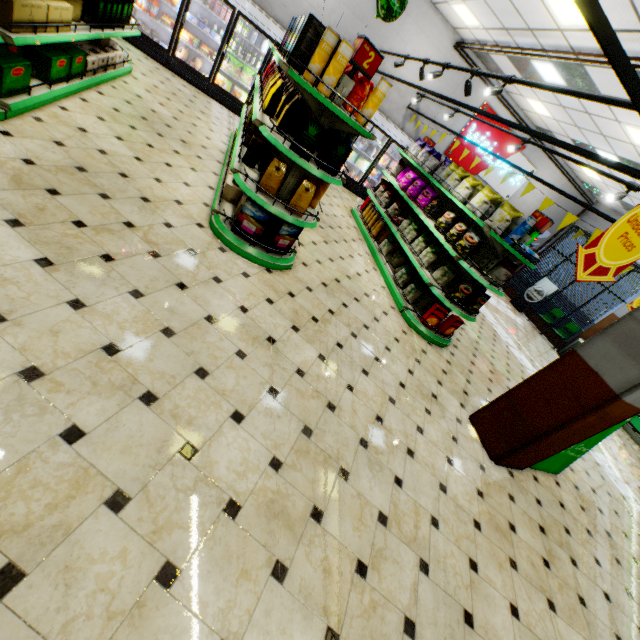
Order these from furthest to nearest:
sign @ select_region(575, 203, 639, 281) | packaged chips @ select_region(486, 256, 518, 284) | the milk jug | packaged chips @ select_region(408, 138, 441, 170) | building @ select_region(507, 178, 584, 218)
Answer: building @ select_region(507, 178, 584, 218)
the milk jug
packaged chips @ select_region(408, 138, 441, 170)
packaged chips @ select_region(486, 256, 518, 284)
sign @ select_region(575, 203, 639, 281)

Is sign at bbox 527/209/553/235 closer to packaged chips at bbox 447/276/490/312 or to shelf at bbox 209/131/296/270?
packaged chips at bbox 447/276/490/312

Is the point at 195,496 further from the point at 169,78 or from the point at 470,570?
the point at 169,78

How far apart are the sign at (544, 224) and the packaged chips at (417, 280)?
1.87m

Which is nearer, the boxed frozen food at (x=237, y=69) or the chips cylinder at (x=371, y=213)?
the chips cylinder at (x=371, y=213)

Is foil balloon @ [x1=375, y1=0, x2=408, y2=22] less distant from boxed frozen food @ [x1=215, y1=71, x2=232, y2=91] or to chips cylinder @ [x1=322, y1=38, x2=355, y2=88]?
chips cylinder @ [x1=322, y1=38, x2=355, y2=88]

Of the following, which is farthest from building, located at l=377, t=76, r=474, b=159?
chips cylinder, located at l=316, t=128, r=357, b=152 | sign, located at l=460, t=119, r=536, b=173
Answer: chips cylinder, located at l=316, t=128, r=357, b=152

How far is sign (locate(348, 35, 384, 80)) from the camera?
3.0m
